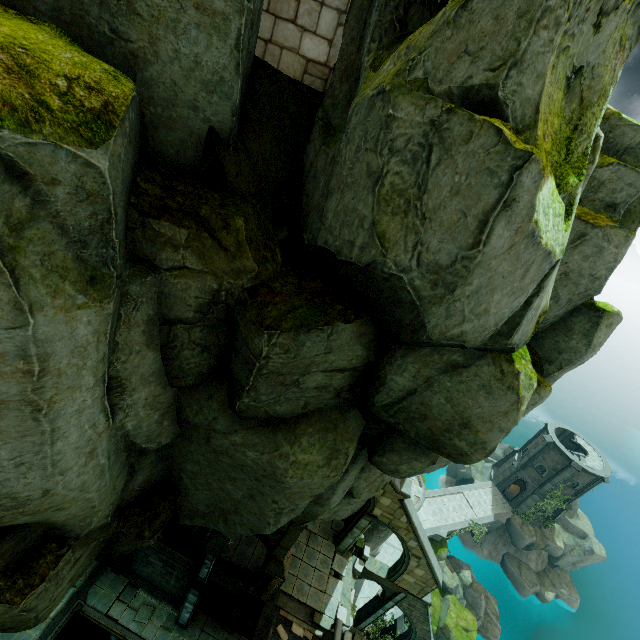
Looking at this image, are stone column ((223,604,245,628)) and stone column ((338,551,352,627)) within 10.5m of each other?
yes

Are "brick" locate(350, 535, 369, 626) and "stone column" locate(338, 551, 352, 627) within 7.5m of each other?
yes

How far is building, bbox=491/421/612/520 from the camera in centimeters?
3434cm

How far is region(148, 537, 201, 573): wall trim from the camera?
17.3m

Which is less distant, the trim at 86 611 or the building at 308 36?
the building at 308 36

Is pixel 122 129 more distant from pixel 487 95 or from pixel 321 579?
pixel 321 579

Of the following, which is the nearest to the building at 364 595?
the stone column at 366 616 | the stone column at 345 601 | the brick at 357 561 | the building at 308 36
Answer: the stone column at 366 616

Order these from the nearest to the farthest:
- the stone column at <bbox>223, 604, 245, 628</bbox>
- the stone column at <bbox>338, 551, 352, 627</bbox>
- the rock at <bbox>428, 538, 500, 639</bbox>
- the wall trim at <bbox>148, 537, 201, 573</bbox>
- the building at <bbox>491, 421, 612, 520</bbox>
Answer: the wall trim at <bbox>148, 537, 201, 573</bbox>
the stone column at <bbox>338, 551, 352, 627</bbox>
the stone column at <bbox>223, 604, 245, 628</bbox>
the rock at <bbox>428, 538, 500, 639</bbox>
the building at <bbox>491, 421, 612, 520</bbox>
